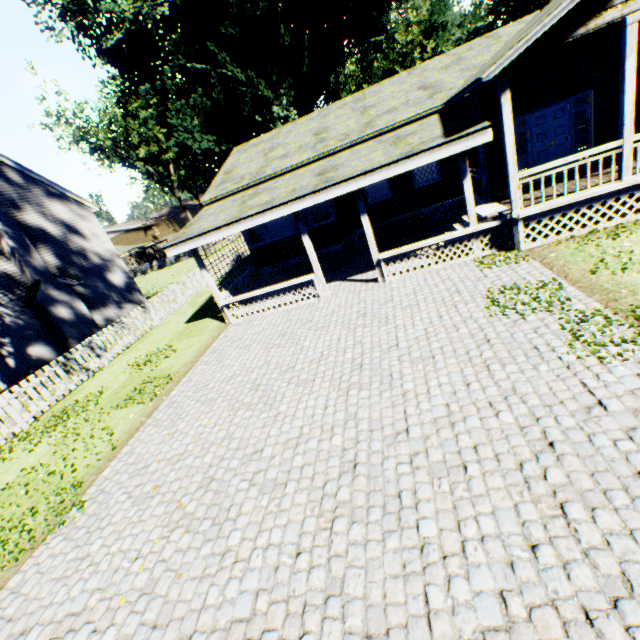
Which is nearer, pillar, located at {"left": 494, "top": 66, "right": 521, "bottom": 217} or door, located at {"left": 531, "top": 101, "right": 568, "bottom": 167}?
pillar, located at {"left": 494, "top": 66, "right": 521, "bottom": 217}

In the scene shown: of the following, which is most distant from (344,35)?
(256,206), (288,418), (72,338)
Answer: (288,418)

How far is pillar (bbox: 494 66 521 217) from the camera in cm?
757

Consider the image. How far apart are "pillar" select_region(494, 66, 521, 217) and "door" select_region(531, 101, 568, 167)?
4.1m

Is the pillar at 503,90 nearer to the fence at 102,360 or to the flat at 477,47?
the flat at 477,47

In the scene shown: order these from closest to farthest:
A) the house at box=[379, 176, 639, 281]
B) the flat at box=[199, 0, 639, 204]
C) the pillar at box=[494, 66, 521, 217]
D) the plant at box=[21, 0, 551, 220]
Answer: the flat at box=[199, 0, 639, 204] < the pillar at box=[494, 66, 521, 217] < the house at box=[379, 176, 639, 281] < the plant at box=[21, 0, 551, 220]

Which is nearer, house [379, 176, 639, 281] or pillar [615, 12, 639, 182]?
pillar [615, 12, 639, 182]

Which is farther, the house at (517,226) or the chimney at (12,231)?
the chimney at (12,231)
